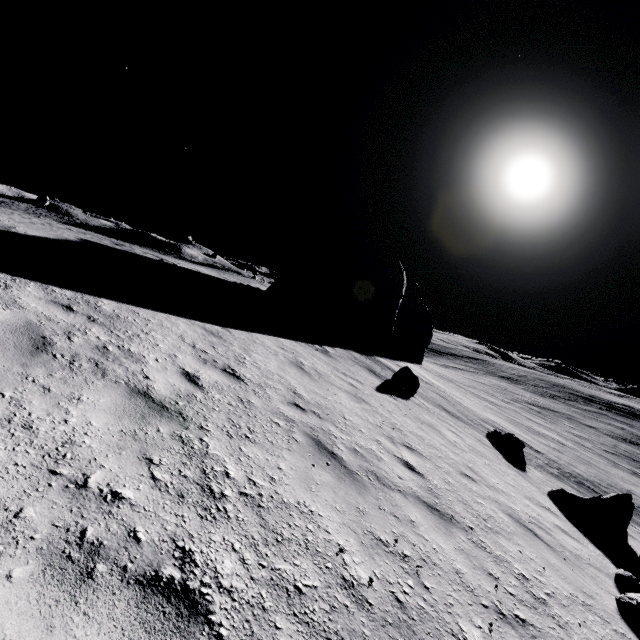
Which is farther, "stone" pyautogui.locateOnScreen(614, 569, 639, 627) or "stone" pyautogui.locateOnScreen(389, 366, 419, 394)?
"stone" pyautogui.locateOnScreen(389, 366, 419, 394)

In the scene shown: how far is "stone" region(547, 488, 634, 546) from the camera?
8.07m

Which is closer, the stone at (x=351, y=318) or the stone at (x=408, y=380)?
the stone at (x=408, y=380)

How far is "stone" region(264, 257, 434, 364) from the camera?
20.84m

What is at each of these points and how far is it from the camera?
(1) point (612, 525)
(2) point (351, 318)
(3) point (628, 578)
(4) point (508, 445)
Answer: (1) stone, 8.10m
(2) stone, 20.64m
(3) stone, 5.42m
(4) stone, 12.81m

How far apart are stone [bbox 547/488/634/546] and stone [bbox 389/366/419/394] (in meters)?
5.15

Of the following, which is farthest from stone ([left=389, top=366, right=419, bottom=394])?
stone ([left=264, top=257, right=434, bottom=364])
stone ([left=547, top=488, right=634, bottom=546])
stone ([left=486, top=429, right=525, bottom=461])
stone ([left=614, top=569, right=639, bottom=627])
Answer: stone ([left=614, top=569, right=639, bottom=627])

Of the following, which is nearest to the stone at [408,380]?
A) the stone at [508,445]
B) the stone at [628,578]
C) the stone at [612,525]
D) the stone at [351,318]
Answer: the stone at [508,445]
